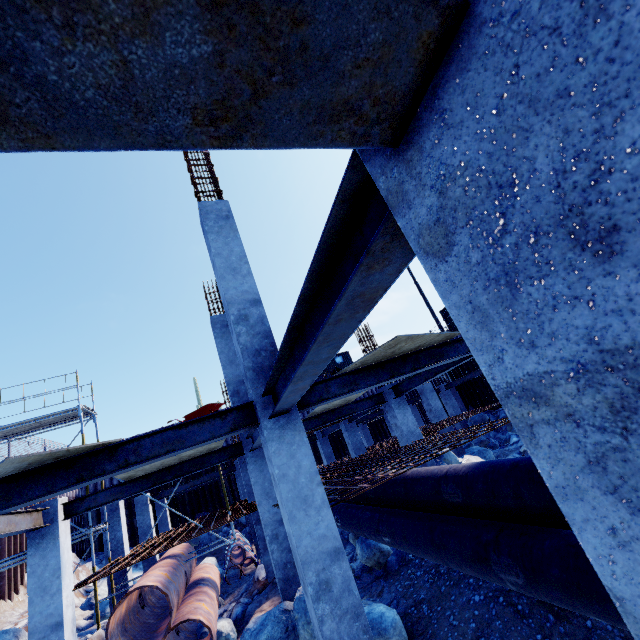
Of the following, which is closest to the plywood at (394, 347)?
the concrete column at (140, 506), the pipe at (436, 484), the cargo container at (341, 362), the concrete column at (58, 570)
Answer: the concrete column at (58, 570)

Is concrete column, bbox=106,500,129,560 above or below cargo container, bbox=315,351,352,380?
below

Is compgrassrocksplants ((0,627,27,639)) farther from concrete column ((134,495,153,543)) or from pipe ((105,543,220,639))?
concrete column ((134,495,153,543))

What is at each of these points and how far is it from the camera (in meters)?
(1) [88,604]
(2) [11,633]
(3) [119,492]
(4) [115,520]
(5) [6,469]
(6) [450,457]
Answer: (1) rock, 14.77
(2) compgrassrocksplants, 7.83
(3) steel beam, 8.24
(4) concrete column, 11.61
(5) plywood, 3.70
(6) compgrassrocksplants, 11.32

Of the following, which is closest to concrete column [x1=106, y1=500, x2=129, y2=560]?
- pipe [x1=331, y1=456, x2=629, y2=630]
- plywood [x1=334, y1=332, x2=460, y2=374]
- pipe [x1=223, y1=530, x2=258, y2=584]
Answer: pipe [x1=223, y1=530, x2=258, y2=584]

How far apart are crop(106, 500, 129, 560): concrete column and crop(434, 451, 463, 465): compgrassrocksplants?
10.6m

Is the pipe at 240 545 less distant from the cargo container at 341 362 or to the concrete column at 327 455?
the concrete column at 327 455

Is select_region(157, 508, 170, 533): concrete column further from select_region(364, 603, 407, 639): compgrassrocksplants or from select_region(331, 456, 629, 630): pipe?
select_region(364, 603, 407, 639): compgrassrocksplants
